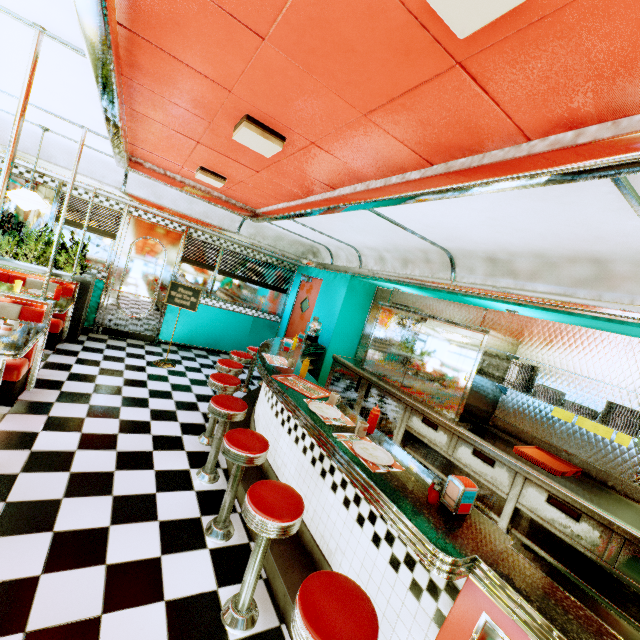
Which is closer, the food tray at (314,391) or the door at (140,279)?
the food tray at (314,391)

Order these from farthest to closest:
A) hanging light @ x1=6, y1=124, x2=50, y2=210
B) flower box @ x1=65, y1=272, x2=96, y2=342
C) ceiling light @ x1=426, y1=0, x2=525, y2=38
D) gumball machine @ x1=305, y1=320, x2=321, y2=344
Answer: gumball machine @ x1=305, y1=320, x2=321, y2=344 → flower box @ x1=65, y1=272, x2=96, y2=342 → hanging light @ x1=6, y1=124, x2=50, y2=210 → ceiling light @ x1=426, y1=0, x2=525, y2=38

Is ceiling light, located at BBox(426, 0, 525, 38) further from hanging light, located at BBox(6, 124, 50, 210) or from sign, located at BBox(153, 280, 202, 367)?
sign, located at BBox(153, 280, 202, 367)

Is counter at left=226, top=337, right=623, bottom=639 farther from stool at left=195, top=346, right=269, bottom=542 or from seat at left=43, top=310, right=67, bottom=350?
seat at left=43, top=310, right=67, bottom=350

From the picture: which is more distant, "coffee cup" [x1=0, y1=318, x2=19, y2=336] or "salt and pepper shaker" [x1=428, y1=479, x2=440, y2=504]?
"coffee cup" [x1=0, y1=318, x2=19, y2=336]

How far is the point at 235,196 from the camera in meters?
5.2 m

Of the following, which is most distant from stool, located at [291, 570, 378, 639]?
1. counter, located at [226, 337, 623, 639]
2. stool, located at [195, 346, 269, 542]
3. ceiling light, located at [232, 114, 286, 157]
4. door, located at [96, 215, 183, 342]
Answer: door, located at [96, 215, 183, 342]

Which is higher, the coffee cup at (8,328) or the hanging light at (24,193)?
the hanging light at (24,193)
